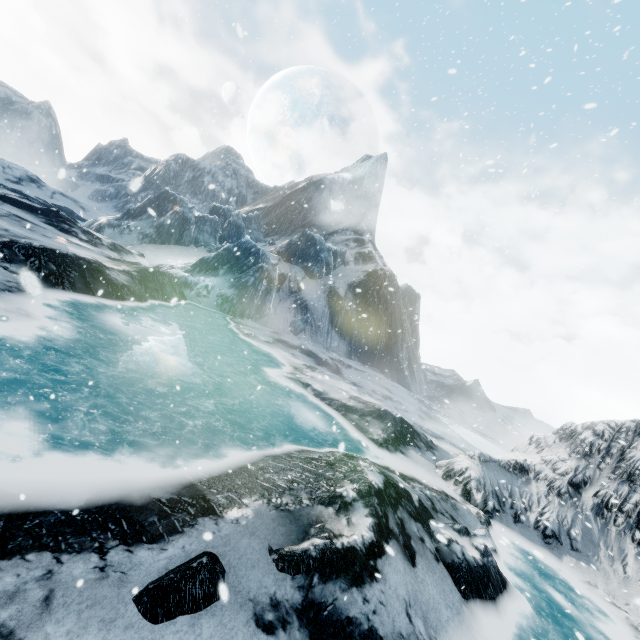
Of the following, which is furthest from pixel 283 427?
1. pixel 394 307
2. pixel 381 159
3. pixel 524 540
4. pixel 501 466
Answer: pixel 381 159
